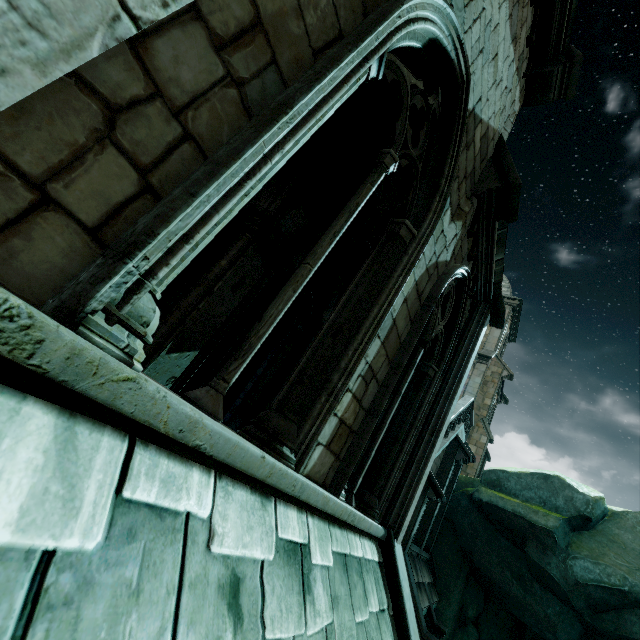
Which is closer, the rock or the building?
the building

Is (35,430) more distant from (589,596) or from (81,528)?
(589,596)

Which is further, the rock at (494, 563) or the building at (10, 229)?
the rock at (494, 563)
